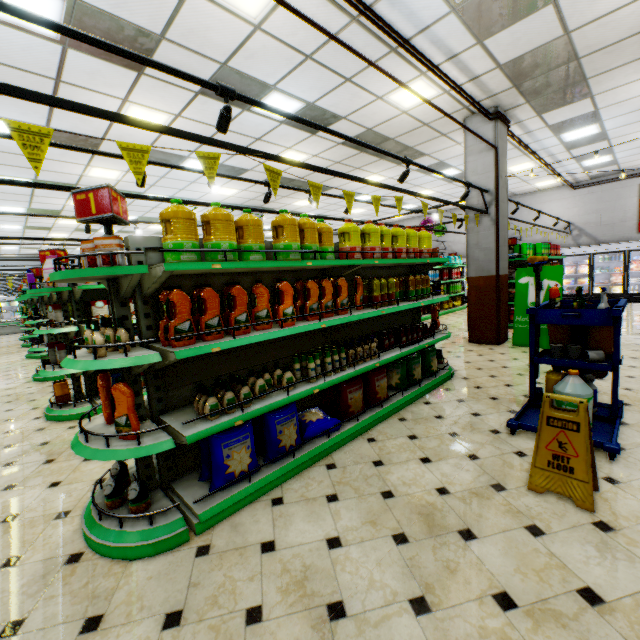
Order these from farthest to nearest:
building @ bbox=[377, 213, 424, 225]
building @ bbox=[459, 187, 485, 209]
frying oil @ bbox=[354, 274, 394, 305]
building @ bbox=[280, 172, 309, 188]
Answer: building @ bbox=[377, 213, 424, 225], building @ bbox=[280, 172, 309, 188], building @ bbox=[459, 187, 485, 209], frying oil @ bbox=[354, 274, 394, 305]

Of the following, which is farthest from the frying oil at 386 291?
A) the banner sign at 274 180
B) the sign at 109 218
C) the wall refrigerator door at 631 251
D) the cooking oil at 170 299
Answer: the wall refrigerator door at 631 251

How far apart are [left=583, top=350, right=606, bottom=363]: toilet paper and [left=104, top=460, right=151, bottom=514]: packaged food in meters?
4.5 m

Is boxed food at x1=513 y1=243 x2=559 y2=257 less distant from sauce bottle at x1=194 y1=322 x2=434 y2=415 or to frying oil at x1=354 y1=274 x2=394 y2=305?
frying oil at x1=354 y1=274 x2=394 y2=305

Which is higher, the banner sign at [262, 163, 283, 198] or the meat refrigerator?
the banner sign at [262, 163, 283, 198]

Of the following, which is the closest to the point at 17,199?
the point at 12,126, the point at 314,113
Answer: the point at 314,113

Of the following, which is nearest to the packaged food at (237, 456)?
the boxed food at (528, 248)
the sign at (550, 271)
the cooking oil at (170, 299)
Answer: the cooking oil at (170, 299)

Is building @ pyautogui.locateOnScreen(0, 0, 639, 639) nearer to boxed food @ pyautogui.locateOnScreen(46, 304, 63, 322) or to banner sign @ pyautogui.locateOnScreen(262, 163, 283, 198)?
boxed food @ pyautogui.locateOnScreen(46, 304, 63, 322)
